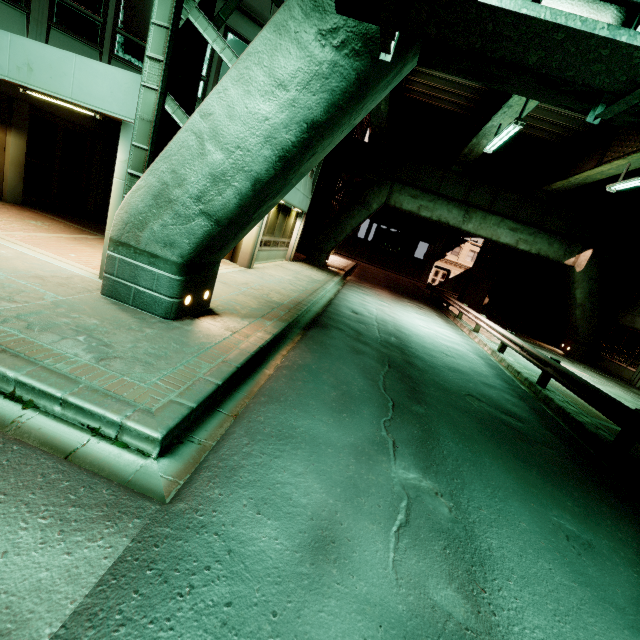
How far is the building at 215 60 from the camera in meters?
9.6 m

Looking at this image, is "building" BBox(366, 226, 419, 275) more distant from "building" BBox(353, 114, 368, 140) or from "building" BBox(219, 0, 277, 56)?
"building" BBox(219, 0, 277, 56)

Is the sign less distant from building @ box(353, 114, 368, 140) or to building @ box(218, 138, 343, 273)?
building @ box(218, 138, 343, 273)

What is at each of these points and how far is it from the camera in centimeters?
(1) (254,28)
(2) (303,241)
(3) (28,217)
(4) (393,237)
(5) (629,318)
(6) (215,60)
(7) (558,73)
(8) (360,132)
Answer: (1) building, 992cm
(2) building, 2667cm
(3) building, 918cm
(4) building, 5197cm
(5) building, 2016cm
(6) building, 970cm
(7) sign, 363cm
(8) building, 2808cm

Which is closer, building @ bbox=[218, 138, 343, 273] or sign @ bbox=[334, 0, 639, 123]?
sign @ bbox=[334, 0, 639, 123]

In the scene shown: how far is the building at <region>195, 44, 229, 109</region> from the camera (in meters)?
9.60

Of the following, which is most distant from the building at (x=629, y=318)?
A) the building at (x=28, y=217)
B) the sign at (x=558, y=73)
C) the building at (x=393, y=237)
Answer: the building at (x=393, y=237)

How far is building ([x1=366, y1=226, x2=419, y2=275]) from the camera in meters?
51.8 m
